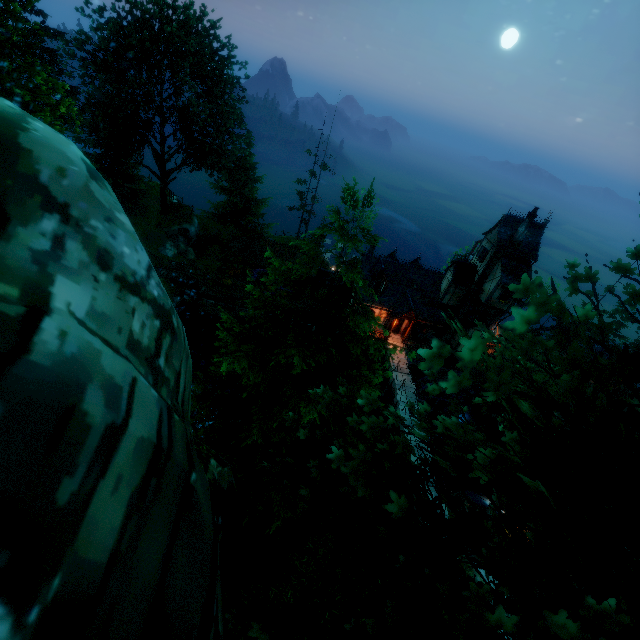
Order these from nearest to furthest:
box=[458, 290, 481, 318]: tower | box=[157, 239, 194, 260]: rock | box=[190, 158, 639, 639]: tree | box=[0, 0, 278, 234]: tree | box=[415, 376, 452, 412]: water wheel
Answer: box=[190, 158, 639, 639]: tree
box=[0, 0, 278, 234]: tree
box=[458, 290, 481, 318]: tower
box=[157, 239, 194, 260]: rock
box=[415, 376, 452, 412]: water wheel

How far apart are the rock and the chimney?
31.5 meters

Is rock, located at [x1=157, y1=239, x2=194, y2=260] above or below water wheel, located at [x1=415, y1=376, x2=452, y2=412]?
above

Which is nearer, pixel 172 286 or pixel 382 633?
pixel 382 633

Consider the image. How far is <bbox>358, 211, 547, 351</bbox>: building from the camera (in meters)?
28.47

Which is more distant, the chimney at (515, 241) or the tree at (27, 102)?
the chimney at (515, 241)

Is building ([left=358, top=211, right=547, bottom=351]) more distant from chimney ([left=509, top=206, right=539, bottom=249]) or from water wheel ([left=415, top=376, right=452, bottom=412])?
water wheel ([left=415, top=376, right=452, bottom=412])

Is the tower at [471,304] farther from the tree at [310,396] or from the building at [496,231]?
the tree at [310,396]
